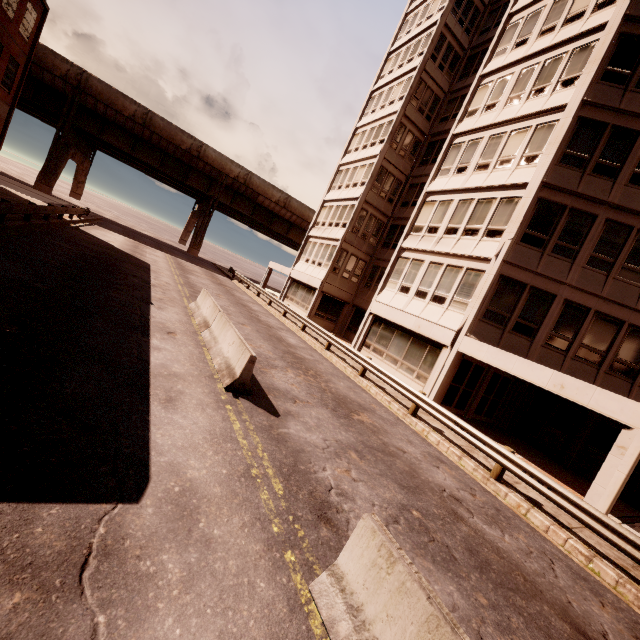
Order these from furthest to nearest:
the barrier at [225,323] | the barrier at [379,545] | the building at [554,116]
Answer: the building at [554,116], the barrier at [225,323], the barrier at [379,545]

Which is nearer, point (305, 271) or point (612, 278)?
point (612, 278)

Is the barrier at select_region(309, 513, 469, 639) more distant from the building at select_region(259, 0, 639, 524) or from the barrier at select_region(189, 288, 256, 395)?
the building at select_region(259, 0, 639, 524)

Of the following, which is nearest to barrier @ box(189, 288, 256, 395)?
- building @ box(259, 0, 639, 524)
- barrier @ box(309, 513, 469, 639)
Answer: barrier @ box(309, 513, 469, 639)

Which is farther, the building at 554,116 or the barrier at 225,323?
the building at 554,116

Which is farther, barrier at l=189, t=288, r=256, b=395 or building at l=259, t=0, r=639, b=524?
building at l=259, t=0, r=639, b=524

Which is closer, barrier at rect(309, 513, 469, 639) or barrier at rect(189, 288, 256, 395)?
barrier at rect(309, 513, 469, 639)
